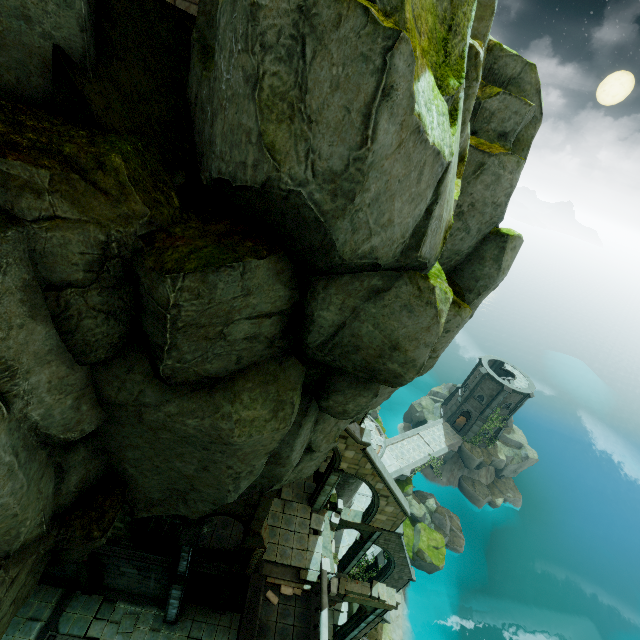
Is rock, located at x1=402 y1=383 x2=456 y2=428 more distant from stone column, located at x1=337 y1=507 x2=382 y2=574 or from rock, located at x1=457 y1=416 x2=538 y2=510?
stone column, located at x1=337 y1=507 x2=382 y2=574

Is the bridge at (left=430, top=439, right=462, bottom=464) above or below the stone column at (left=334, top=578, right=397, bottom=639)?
below

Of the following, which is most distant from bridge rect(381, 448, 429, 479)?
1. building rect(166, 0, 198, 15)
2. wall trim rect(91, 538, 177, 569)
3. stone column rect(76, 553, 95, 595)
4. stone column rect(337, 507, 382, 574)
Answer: stone column rect(76, 553, 95, 595)

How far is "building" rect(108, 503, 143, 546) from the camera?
15.3 meters

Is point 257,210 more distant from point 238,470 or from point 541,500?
point 541,500

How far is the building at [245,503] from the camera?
14.0 meters

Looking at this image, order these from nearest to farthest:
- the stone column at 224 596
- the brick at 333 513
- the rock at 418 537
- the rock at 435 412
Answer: the stone column at 224 596
the brick at 333 513
the rock at 418 537
the rock at 435 412

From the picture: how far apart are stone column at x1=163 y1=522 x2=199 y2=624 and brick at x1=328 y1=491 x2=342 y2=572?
8.1 meters
